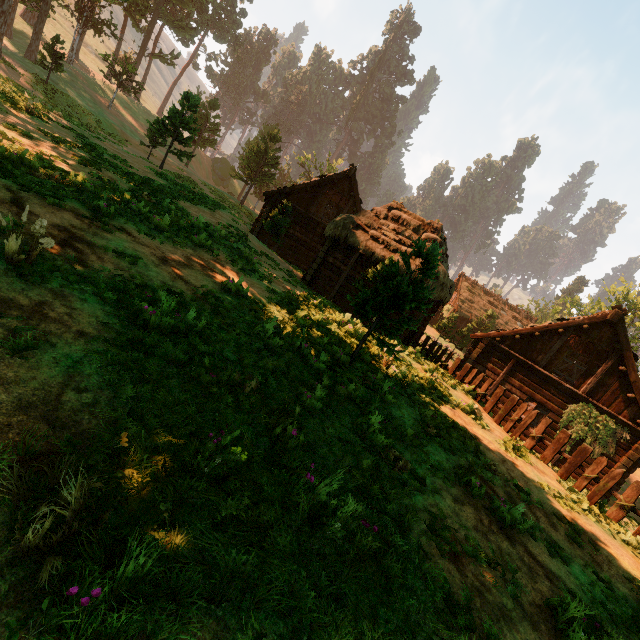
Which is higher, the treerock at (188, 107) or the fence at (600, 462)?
the treerock at (188, 107)

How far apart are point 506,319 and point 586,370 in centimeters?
2851cm

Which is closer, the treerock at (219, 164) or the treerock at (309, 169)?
the treerock at (219, 164)

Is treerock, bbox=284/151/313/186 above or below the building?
above

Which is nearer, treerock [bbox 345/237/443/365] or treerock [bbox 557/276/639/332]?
treerock [bbox 345/237/443/365]

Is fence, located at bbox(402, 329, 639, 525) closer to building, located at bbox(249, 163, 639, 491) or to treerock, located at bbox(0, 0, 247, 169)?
building, located at bbox(249, 163, 639, 491)
